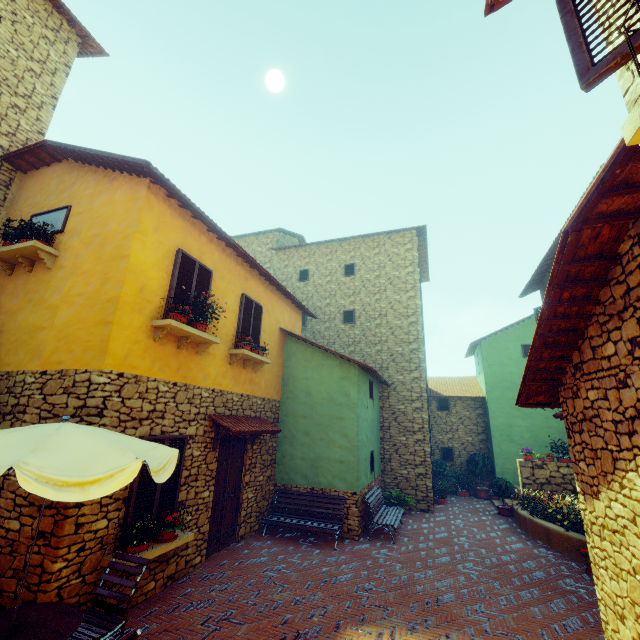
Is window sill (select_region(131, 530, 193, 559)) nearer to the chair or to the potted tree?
the chair

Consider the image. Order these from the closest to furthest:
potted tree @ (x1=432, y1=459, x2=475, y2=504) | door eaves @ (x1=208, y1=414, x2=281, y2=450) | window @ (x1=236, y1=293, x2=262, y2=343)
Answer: door eaves @ (x1=208, y1=414, x2=281, y2=450) → window @ (x1=236, y1=293, x2=262, y2=343) → potted tree @ (x1=432, y1=459, x2=475, y2=504)

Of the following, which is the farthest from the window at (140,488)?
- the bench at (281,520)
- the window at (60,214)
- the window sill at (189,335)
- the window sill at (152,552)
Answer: the window at (60,214)

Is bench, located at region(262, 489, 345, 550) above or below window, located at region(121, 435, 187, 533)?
below

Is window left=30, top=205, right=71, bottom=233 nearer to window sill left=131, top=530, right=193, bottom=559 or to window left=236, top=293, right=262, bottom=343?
window left=236, top=293, right=262, bottom=343

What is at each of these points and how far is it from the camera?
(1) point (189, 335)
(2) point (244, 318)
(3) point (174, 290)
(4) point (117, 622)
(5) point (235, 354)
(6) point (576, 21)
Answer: (1) window sill, 6.61m
(2) window, 8.95m
(3) window, 6.51m
(4) chair, 4.07m
(5) window sill, 8.31m
(6) window, 1.74m

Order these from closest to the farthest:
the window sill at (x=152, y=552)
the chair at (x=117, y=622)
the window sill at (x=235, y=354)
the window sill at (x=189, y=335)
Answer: the chair at (x=117, y=622), the window sill at (x=152, y=552), the window sill at (x=189, y=335), the window sill at (x=235, y=354)

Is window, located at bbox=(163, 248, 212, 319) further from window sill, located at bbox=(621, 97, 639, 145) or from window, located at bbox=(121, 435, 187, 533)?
window, located at bbox=(121, 435, 187, 533)
